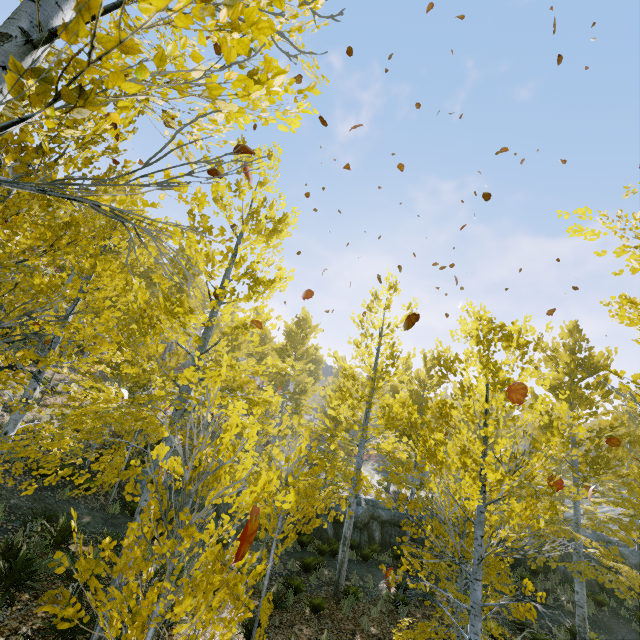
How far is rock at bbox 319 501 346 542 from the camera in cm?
1606

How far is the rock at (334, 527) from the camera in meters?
16.1

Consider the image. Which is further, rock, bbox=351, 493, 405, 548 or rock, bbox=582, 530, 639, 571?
rock, bbox=351, 493, 405, 548

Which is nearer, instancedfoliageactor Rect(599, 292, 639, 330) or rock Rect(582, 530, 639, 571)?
instancedfoliageactor Rect(599, 292, 639, 330)

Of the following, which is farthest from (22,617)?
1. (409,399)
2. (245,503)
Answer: (409,399)

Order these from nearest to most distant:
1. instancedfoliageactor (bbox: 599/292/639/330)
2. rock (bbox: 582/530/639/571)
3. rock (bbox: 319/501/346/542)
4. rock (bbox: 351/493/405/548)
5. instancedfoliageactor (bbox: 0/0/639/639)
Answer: instancedfoliageactor (bbox: 0/0/639/639) < instancedfoliageactor (bbox: 599/292/639/330) < rock (bbox: 582/530/639/571) < rock (bbox: 319/501/346/542) < rock (bbox: 351/493/405/548)

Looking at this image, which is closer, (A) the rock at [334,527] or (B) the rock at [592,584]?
(B) the rock at [592,584]
